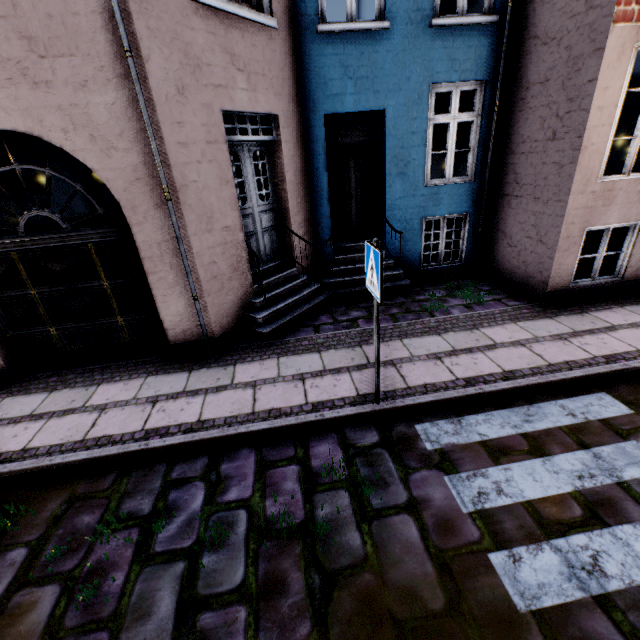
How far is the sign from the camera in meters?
2.9 m

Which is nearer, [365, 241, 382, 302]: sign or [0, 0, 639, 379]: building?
[365, 241, 382, 302]: sign

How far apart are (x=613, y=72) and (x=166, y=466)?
7.76m

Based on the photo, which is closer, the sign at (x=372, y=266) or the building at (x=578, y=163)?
the sign at (x=372, y=266)

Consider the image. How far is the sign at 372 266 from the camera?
2.9 meters
